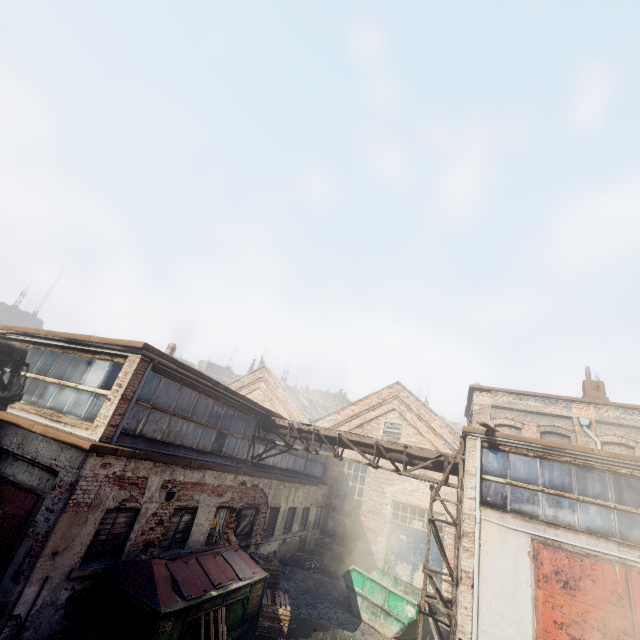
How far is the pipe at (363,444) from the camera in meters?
11.6

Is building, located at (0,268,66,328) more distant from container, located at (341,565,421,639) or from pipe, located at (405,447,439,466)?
container, located at (341,565,421,639)

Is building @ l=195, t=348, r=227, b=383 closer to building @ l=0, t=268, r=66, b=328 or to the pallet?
building @ l=0, t=268, r=66, b=328

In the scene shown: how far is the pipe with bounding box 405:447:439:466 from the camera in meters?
10.9

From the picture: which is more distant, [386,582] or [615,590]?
[386,582]

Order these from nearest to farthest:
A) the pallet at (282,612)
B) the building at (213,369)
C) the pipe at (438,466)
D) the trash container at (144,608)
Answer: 1. the trash container at (144,608)
2. the pallet at (282,612)
3. the pipe at (438,466)
4. the building at (213,369)

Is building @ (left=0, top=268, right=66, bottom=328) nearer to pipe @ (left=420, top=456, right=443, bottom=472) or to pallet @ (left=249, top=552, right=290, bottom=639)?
pipe @ (left=420, top=456, right=443, bottom=472)

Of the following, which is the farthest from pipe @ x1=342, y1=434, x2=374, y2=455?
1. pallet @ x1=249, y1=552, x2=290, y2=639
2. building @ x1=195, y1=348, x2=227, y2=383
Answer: building @ x1=195, y1=348, x2=227, y2=383
